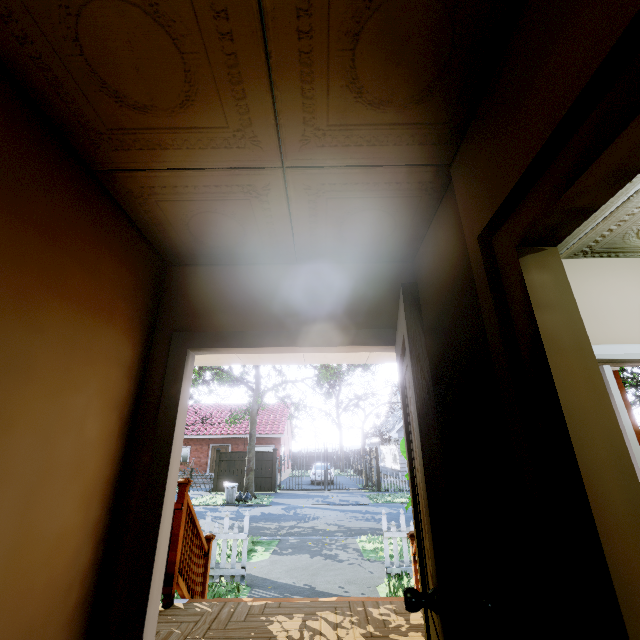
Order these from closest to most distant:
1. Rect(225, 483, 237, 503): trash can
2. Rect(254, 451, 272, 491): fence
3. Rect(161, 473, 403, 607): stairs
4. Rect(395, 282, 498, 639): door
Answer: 1. Rect(395, 282, 498, 639): door
2. Rect(161, 473, 403, 607): stairs
3. Rect(225, 483, 237, 503): trash can
4. Rect(254, 451, 272, 491): fence

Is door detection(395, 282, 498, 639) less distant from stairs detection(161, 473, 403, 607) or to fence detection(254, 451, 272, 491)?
stairs detection(161, 473, 403, 607)

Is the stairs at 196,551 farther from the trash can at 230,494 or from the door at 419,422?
the trash can at 230,494

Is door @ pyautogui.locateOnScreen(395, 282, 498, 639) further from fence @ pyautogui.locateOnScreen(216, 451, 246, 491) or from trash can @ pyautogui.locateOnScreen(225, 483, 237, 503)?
fence @ pyautogui.locateOnScreen(216, 451, 246, 491)

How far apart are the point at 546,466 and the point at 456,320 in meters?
0.8

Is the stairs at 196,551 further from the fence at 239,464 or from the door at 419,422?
the fence at 239,464

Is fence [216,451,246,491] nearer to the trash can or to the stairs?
the trash can

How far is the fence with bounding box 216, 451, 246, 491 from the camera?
20.61m
